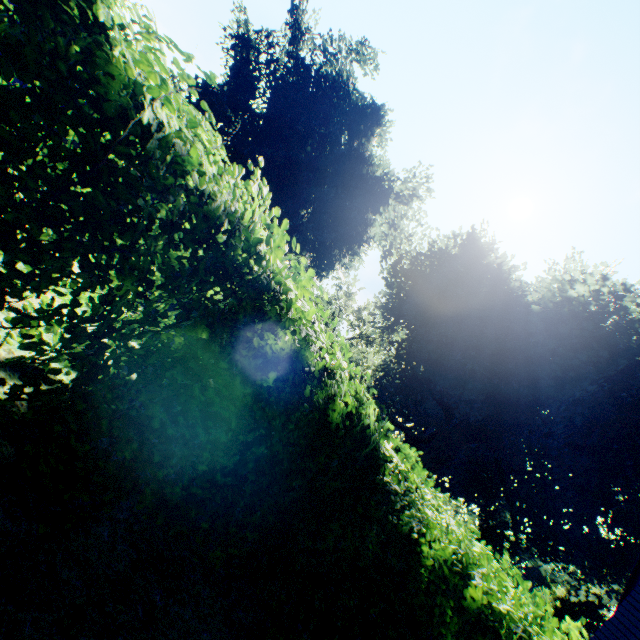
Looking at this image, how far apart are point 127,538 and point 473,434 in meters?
21.6

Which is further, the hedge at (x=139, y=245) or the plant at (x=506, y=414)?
the plant at (x=506, y=414)

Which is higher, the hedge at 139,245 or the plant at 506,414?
the plant at 506,414

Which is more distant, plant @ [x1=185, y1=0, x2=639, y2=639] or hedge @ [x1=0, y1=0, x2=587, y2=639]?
plant @ [x1=185, y1=0, x2=639, y2=639]

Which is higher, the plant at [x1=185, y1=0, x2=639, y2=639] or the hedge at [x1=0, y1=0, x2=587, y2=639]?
the plant at [x1=185, y1=0, x2=639, y2=639]
